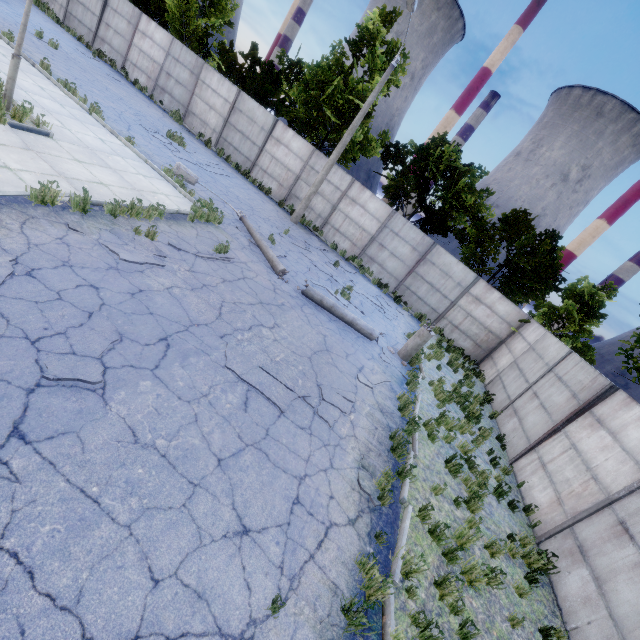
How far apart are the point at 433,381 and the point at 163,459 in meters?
9.3 m

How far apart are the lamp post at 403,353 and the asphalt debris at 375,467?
5.46m

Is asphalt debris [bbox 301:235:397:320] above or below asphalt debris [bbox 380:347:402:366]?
above

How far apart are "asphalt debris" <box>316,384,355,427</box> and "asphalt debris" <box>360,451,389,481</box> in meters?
0.8

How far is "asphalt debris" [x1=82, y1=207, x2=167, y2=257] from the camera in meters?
6.8 m

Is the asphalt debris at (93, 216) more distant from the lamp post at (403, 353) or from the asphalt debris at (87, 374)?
the lamp post at (403, 353)

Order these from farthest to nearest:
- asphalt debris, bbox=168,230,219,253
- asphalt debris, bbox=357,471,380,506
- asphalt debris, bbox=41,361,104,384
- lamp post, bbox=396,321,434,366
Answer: lamp post, bbox=396,321,434,366 → asphalt debris, bbox=168,230,219,253 → asphalt debris, bbox=357,471,380,506 → asphalt debris, bbox=41,361,104,384

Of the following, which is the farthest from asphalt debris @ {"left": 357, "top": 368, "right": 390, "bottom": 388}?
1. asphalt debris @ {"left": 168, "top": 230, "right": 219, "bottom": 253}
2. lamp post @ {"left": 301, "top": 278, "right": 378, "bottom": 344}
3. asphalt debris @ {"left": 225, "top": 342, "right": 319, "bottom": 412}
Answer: asphalt debris @ {"left": 168, "top": 230, "right": 219, "bottom": 253}
